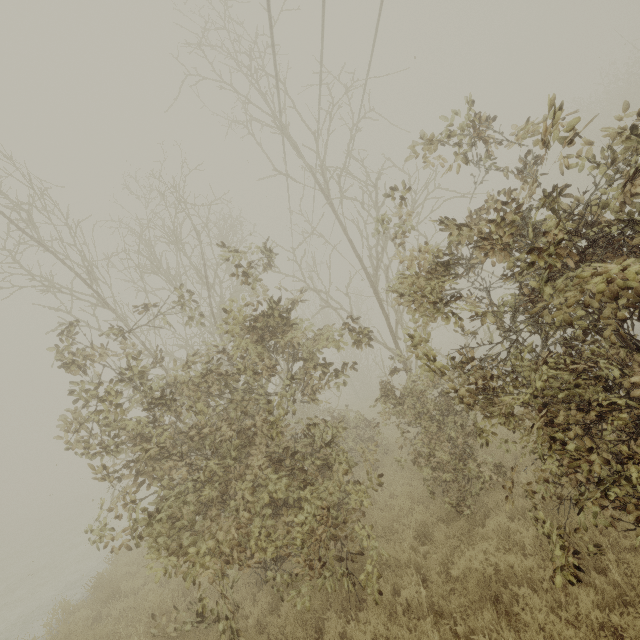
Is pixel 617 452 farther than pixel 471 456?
No
